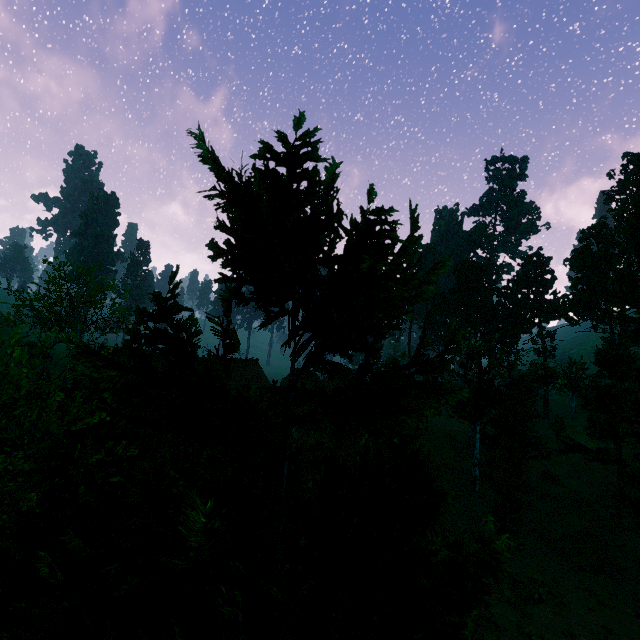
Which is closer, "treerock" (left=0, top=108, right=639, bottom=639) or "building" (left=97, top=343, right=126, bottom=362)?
"treerock" (left=0, top=108, right=639, bottom=639)

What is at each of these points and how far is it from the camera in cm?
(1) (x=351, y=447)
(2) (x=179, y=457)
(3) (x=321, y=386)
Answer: (1) building, 2169
(2) building, 1348
(3) building, 5350

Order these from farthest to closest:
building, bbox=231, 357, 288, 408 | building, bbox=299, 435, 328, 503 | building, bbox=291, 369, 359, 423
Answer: building, bbox=291, 369, 359, 423
building, bbox=231, 357, 288, 408
building, bbox=299, 435, 328, 503

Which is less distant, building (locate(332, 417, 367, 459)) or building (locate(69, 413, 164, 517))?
building (locate(69, 413, 164, 517))

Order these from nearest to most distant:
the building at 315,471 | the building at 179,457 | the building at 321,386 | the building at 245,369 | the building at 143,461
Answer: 1. the building at 143,461
2. the building at 179,457
3. the building at 315,471
4. the building at 245,369
5. the building at 321,386

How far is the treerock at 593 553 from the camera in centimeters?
1866cm
